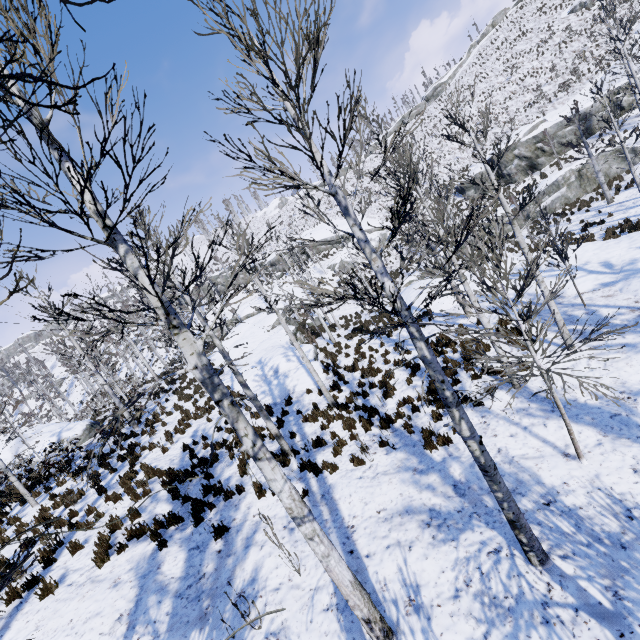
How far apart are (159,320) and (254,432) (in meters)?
22.96

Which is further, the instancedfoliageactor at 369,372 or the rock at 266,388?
the rock at 266,388

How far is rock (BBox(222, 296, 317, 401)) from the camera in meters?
15.5 m

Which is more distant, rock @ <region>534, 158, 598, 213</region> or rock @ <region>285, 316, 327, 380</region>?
rock @ <region>534, 158, 598, 213</region>

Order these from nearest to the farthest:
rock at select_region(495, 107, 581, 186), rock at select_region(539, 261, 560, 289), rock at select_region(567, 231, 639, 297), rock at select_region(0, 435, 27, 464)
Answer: rock at select_region(567, 231, 639, 297) → rock at select_region(539, 261, 560, 289) → rock at select_region(0, 435, 27, 464) → rock at select_region(495, 107, 581, 186)

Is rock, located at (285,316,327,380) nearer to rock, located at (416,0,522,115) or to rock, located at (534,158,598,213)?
rock, located at (534,158,598,213)

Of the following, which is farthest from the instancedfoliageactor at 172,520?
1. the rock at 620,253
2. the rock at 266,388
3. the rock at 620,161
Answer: the rock at 620,161

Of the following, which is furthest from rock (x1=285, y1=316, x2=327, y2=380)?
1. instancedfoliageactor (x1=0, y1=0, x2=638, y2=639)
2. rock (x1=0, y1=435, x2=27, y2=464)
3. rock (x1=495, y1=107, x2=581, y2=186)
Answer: Answer: rock (x1=495, y1=107, x2=581, y2=186)
